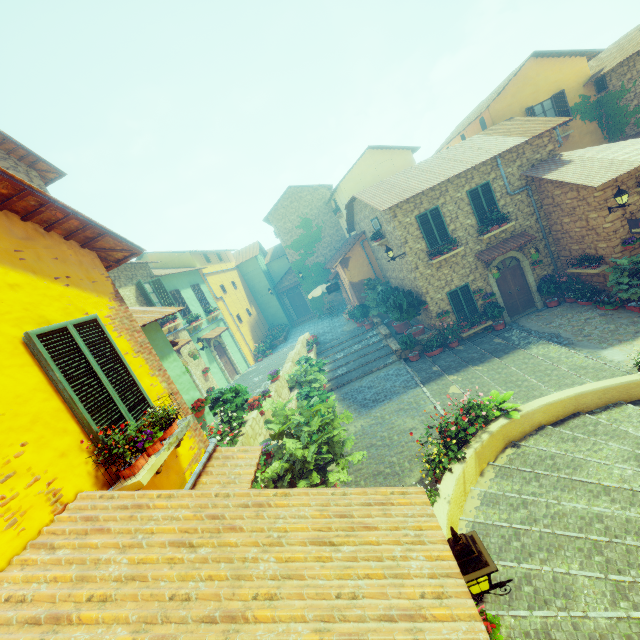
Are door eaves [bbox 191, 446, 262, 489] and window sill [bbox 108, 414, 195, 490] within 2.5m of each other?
yes

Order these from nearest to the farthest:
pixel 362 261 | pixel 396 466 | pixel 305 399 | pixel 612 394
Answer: pixel 612 394 → pixel 396 466 → pixel 305 399 → pixel 362 261

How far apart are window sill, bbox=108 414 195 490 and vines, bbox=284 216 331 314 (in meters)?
23.47

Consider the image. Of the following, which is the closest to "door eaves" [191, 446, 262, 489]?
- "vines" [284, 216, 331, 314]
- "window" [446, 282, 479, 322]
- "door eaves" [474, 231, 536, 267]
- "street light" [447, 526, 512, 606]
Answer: "street light" [447, 526, 512, 606]

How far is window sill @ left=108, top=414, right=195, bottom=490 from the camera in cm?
360

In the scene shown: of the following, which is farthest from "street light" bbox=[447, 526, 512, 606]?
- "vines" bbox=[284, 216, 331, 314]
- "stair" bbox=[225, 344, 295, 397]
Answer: "vines" bbox=[284, 216, 331, 314]

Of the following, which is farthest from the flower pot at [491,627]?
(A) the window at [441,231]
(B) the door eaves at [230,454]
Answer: (A) the window at [441,231]

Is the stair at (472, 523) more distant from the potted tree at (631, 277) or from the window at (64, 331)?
the window at (64, 331)
